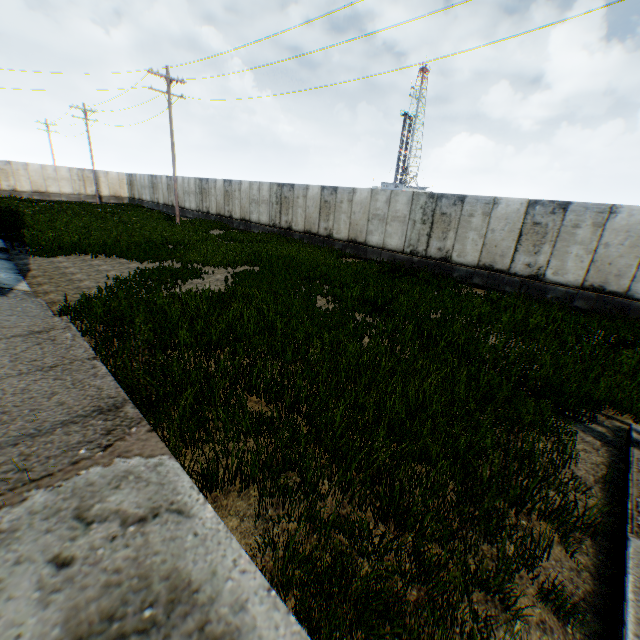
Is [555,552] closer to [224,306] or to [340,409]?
[340,409]
